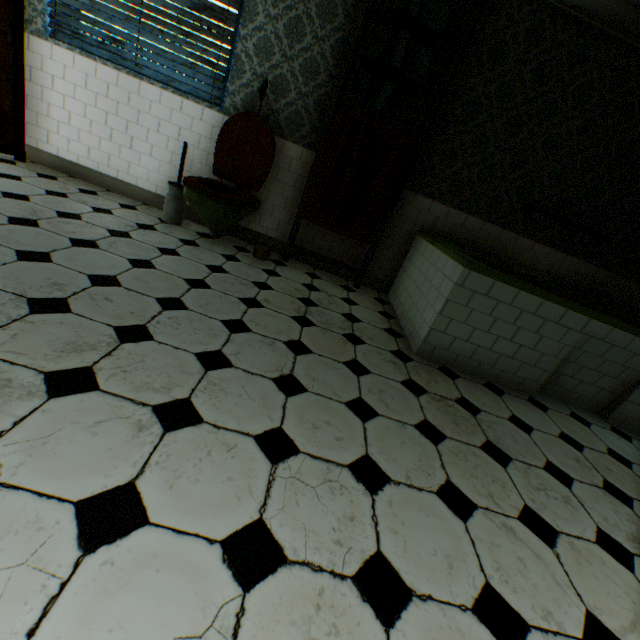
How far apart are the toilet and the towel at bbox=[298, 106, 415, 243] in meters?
0.4 m

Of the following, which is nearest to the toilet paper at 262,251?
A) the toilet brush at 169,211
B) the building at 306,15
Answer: the building at 306,15

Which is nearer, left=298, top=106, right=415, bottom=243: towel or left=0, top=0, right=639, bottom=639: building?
left=0, top=0, right=639, bottom=639: building

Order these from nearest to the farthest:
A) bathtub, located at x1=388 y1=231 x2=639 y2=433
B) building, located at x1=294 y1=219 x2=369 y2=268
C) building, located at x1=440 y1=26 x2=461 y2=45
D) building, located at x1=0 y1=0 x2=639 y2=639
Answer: building, located at x1=0 y1=0 x2=639 y2=639
bathtub, located at x1=388 y1=231 x2=639 y2=433
building, located at x1=440 y1=26 x2=461 y2=45
building, located at x1=294 y1=219 x2=369 y2=268

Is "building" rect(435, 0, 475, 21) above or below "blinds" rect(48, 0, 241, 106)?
above

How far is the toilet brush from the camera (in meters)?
3.19

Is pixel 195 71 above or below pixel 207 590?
above

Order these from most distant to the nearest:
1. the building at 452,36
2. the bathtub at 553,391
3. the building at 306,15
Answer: the building at 452,36
the bathtub at 553,391
the building at 306,15
